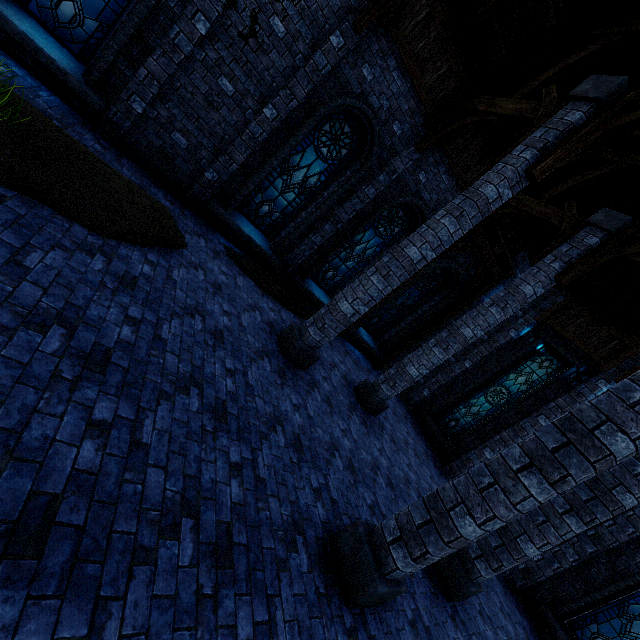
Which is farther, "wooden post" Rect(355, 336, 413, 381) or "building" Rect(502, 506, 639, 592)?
"wooden post" Rect(355, 336, 413, 381)

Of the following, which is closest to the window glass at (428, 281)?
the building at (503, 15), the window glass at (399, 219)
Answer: the building at (503, 15)

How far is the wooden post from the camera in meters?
11.0 m

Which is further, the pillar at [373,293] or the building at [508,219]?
the building at [508,219]

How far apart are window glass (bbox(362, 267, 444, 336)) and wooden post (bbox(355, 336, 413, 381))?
0.7m

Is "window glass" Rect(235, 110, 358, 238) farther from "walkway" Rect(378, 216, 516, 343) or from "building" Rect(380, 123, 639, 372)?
"walkway" Rect(378, 216, 516, 343)

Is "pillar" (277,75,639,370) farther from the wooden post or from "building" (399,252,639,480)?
the wooden post

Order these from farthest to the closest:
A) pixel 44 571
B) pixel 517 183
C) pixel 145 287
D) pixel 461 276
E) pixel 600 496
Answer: pixel 461 276 < pixel 517 183 < pixel 600 496 < pixel 145 287 < pixel 44 571
